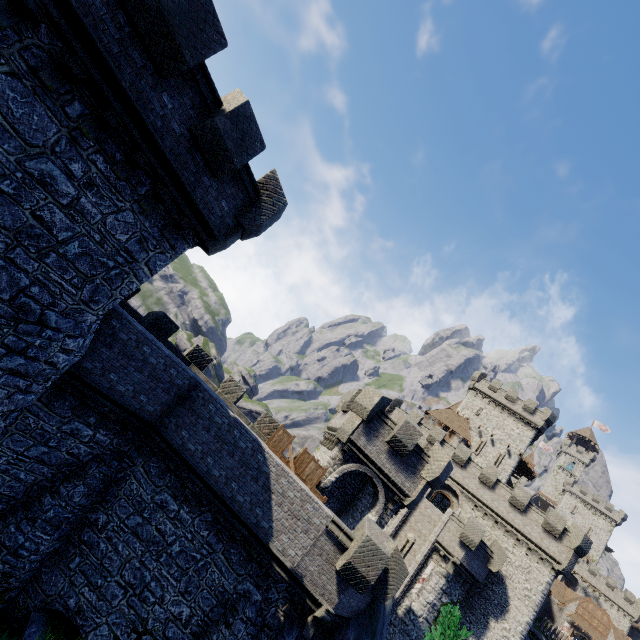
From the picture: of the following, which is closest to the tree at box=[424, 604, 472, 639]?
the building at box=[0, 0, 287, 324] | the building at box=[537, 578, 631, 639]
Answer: the building at box=[0, 0, 287, 324]

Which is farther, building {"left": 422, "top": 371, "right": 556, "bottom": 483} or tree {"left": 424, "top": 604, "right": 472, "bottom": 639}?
building {"left": 422, "top": 371, "right": 556, "bottom": 483}

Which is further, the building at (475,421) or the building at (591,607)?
the building at (591,607)

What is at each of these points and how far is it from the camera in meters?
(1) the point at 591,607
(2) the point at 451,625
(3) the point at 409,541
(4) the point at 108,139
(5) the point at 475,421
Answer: (1) building, 52.9 m
(2) tree, 9.6 m
(3) window slit, 28.1 m
(4) building, 7.8 m
(5) building, 47.6 m

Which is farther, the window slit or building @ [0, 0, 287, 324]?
the window slit

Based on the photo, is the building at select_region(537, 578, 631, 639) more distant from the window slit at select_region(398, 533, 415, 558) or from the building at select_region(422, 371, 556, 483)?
the window slit at select_region(398, 533, 415, 558)

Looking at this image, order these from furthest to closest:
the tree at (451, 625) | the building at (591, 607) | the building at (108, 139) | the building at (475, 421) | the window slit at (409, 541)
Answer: the building at (591, 607)
the building at (475, 421)
the window slit at (409, 541)
the tree at (451, 625)
the building at (108, 139)

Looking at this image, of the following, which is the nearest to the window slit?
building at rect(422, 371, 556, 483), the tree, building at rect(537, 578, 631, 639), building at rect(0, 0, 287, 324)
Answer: building at rect(422, 371, 556, 483)
